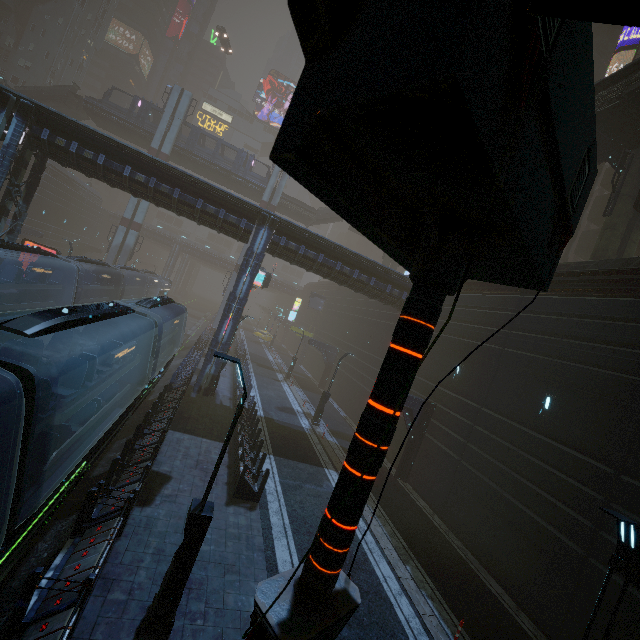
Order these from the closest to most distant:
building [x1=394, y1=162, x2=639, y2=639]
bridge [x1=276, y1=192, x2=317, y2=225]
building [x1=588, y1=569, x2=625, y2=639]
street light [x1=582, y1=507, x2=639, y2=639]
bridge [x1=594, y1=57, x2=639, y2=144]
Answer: street light [x1=582, y1=507, x2=639, y2=639]
building [x1=588, y1=569, x2=625, y2=639]
building [x1=394, y1=162, x2=639, y2=639]
bridge [x1=594, y1=57, x2=639, y2=144]
bridge [x1=276, y1=192, x2=317, y2=225]

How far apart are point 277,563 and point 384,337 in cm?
2072

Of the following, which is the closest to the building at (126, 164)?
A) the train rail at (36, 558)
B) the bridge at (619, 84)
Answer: the train rail at (36, 558)

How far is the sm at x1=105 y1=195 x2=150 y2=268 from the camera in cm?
3825

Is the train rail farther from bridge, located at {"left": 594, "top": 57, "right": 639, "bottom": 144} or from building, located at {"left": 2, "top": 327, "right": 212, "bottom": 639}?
bridge, located at {"left": 594, "top": 57, "right": 639, "bottom": 144}

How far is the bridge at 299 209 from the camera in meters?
44.2

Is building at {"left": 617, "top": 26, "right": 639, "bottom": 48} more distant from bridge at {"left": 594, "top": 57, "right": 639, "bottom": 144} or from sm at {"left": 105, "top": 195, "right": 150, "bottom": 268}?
bridge at {"left": 594, "top": 57, "right": 639, "bottom": 144}

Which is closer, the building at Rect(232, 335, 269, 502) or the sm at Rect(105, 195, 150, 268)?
the building at Rect(232, 335, 269, 502)
